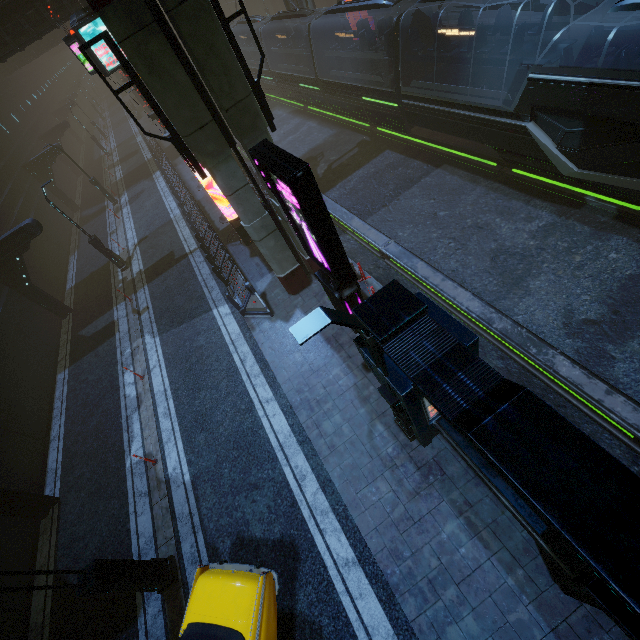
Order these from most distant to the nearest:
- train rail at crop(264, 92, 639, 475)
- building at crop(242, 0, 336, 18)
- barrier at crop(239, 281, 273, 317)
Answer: building at crop(242, 0, 336, 18) → barrier at crop(239, 281, 273, 317) → train rail at crop(264, 92, 639, 475)

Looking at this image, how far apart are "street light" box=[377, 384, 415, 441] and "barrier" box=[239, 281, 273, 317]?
6.45m

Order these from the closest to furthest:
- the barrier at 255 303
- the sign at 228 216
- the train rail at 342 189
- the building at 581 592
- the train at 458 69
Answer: the building at 581 592 → the train rail at 342 189 → the train at 458 69 → the barrier at 255 303 → the sign at 228 216

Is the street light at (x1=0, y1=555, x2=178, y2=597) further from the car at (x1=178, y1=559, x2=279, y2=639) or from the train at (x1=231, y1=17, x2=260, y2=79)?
the train at (x1=231, y1=17, x2=260, y2=79)

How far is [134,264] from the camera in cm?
2006

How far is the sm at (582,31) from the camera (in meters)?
11.93

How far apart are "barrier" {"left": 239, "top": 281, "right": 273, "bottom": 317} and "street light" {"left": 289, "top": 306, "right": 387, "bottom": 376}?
7.3m

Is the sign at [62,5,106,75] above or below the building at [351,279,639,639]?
above
